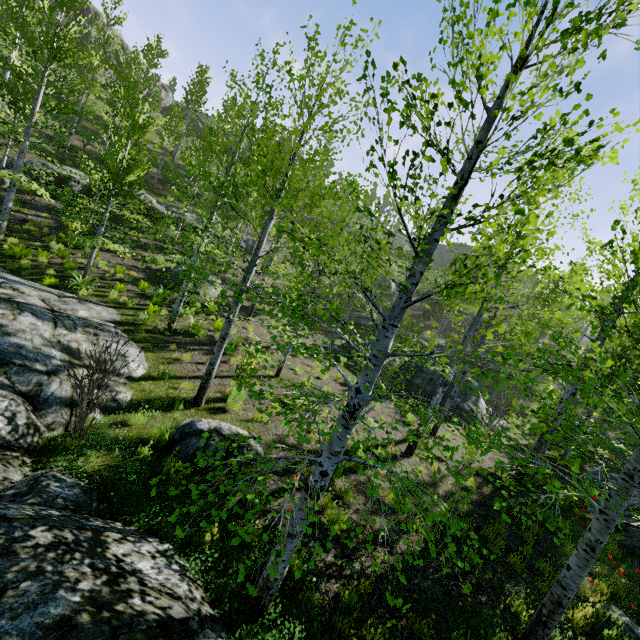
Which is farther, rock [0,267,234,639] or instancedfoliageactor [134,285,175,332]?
instancedfoliageactor [134,285,175,332]

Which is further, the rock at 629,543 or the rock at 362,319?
the rock at 362,319

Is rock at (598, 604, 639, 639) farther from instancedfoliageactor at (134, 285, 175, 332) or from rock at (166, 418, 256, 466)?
rock at (166, 418, 256, 466)

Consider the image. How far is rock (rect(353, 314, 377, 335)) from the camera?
26.58m

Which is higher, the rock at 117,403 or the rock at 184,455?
the rock at 184,455

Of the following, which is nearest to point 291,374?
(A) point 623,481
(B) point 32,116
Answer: (A) point 623,481

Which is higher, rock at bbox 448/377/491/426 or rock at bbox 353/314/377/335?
rock at bbox 353/314/377/335

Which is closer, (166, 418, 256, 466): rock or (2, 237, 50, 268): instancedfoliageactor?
(166, 418, 256, 466): rock
